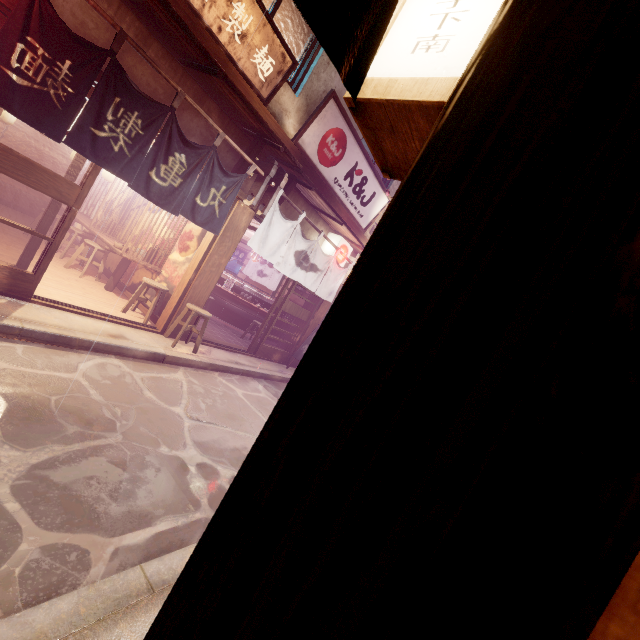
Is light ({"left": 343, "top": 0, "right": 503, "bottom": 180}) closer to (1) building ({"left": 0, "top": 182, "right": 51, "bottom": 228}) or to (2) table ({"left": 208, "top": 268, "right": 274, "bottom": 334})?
(1) building ({"left": 0, "top": 182, "right": 51, "bottom": 228})

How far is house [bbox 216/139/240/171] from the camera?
9.94m

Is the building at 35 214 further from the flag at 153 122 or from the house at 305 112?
the house at 305 112

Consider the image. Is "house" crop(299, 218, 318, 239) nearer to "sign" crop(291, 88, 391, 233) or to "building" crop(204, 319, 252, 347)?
"building" crop(204, 319, 252, 347)

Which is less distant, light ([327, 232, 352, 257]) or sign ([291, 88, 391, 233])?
sign ([291, 88, 391, 233])

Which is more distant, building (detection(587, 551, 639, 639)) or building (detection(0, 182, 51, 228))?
building (detection(0, 182, 51, 228))

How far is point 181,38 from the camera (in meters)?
7.32

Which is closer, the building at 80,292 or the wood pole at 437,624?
the wood pole at 437,624
